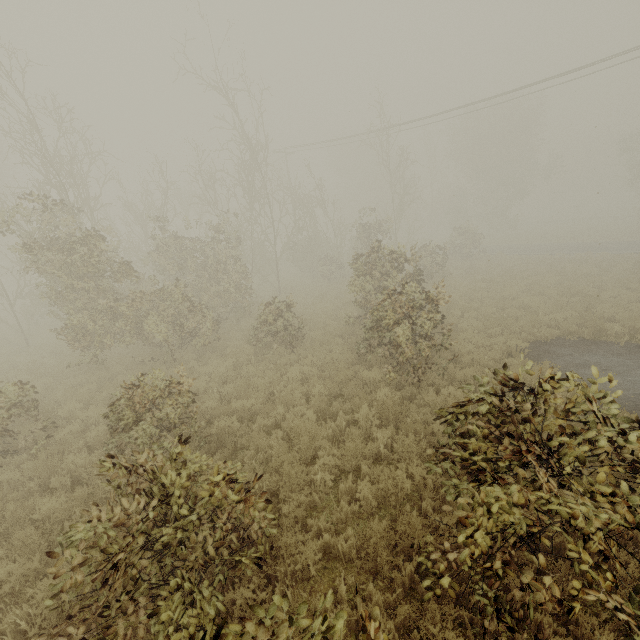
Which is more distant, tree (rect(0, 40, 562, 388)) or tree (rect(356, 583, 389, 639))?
tree (rect(0, 40, 562, 388))

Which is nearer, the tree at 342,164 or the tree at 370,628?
the tree at 370,628

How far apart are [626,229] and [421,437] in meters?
43.6 m
